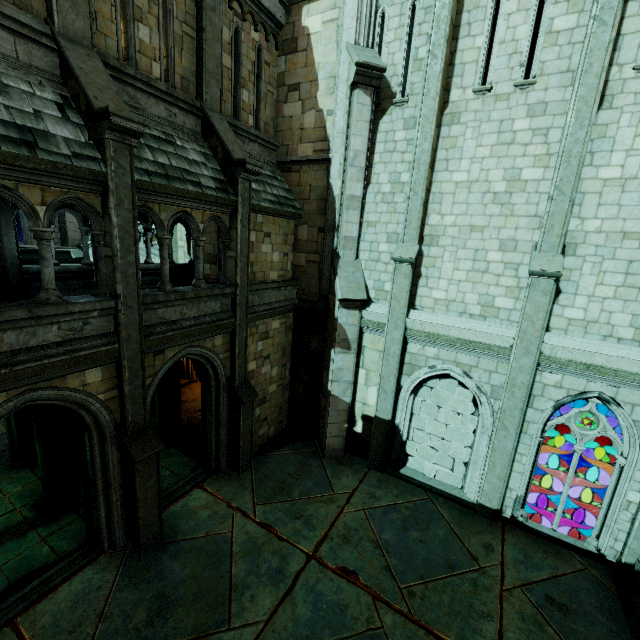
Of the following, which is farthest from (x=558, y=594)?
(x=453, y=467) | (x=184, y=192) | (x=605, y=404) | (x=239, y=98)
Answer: (x=239, y=98)

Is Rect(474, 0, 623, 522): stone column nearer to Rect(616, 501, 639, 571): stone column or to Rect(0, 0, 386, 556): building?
Rect(616, 501, 639, 571): stone column

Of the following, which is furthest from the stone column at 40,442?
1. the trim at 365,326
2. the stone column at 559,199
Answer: the stone column at 559,199

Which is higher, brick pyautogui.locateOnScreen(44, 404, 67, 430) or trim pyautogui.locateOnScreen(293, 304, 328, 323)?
trim pyautogui.locateOnScreen(293, 304, 328, 323)

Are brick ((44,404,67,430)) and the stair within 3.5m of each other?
no

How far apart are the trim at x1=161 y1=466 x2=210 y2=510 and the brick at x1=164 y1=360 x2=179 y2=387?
2.93m

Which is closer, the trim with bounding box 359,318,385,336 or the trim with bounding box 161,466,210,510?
the trim with bounding box 161,466,210,510

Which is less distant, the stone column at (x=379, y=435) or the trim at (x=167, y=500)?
the stone column at (x=379, y=435)
